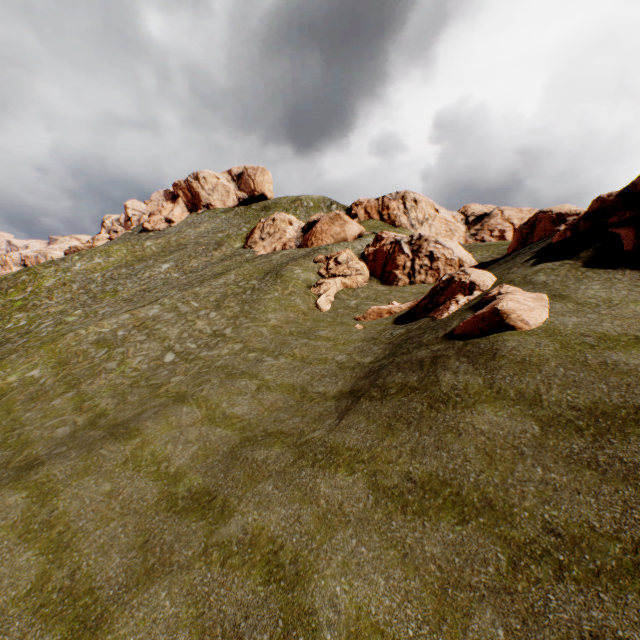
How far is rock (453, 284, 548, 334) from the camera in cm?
1181

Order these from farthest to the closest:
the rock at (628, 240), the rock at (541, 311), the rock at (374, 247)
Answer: the rock at (374, 247) < the rock at (628, 240) < the rock at (541, 311)

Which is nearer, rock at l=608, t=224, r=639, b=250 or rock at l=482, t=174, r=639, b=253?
rock at l=608, t=224, r=639, b=250

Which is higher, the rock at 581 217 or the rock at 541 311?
the rock at 581 217

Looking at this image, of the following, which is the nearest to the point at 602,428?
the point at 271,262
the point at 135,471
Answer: the point at 135,471

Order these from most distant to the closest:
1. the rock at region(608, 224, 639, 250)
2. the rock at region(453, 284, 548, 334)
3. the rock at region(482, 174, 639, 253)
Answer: the rock at region(482, 174, 639, 253), the rock at region(608, 224, 639, 250), the rock at region(453, 284, 548, 334)

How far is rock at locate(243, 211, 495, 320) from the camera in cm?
1913
